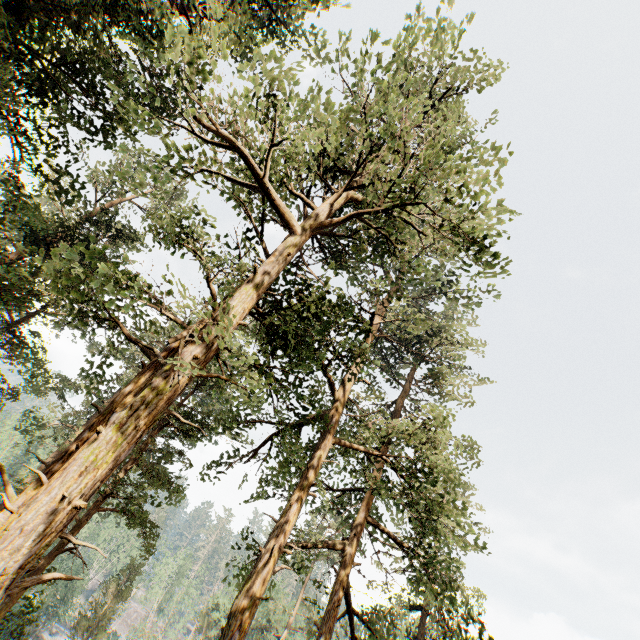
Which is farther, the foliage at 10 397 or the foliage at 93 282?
the foliage at 10 397

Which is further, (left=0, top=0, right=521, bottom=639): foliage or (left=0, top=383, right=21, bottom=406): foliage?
(left=0, top=383, right=21, bottom=406): foliage

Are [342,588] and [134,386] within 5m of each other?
no
